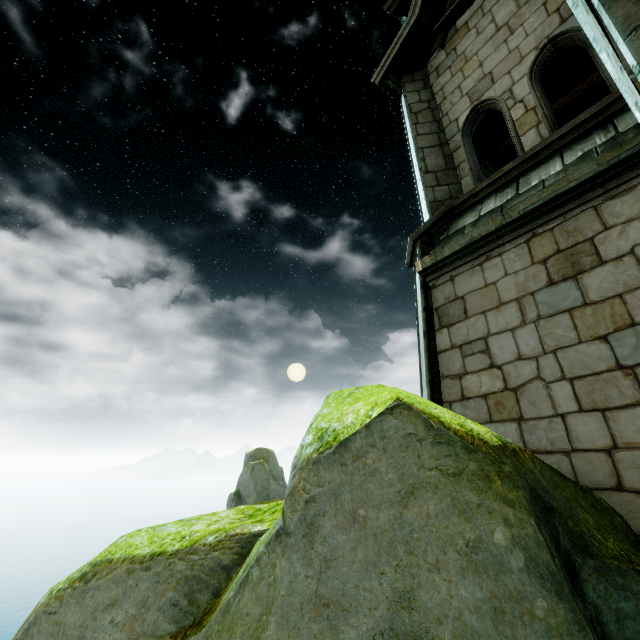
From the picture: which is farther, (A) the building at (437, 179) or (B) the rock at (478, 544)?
(A) the building at (437, 179)

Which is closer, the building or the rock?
the rock

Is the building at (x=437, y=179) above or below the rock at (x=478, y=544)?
above

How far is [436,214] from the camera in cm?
560

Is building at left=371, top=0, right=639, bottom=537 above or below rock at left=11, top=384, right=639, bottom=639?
above
